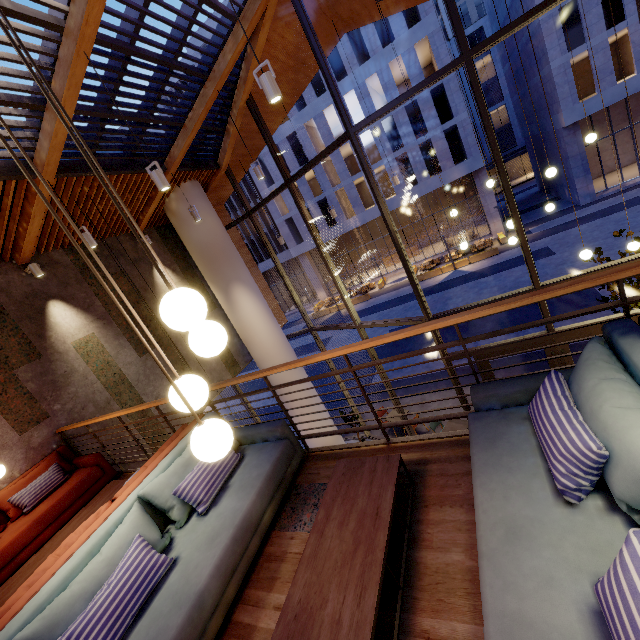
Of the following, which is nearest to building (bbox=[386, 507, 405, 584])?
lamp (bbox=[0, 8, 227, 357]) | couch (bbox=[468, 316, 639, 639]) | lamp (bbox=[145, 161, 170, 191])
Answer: couch (bbox=[468, 316, 639, 639])

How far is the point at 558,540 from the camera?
1.48m

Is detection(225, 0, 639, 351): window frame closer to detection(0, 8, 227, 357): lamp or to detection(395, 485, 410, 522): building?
detection(395, 485, 410, 522): building

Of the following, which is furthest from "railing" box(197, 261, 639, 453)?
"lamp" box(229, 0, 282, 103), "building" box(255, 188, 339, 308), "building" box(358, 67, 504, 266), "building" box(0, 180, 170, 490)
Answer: "building" box(255, 188, 339, 308)

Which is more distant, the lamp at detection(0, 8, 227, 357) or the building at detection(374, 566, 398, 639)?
the building at detection(374, 566, 398, 639)

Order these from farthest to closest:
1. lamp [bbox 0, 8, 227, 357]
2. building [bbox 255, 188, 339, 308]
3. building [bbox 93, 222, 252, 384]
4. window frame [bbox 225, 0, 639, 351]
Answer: building [bbox 255, 188, 339, 308], building [bbox 93, 222, 252, 384], window frame [bbox 225, 0, 639, 351], lamp [bbox 0, 8, 227, 357]

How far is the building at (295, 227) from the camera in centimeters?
3234cm

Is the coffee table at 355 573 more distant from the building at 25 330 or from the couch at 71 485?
the couch at 71 485
